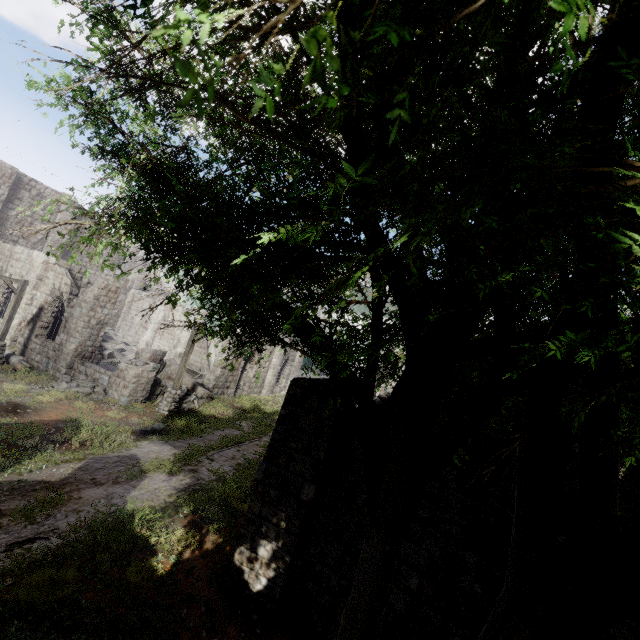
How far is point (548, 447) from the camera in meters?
2.4 m

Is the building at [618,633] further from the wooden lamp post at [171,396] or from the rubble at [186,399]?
the wooden lamp post at [171,396]

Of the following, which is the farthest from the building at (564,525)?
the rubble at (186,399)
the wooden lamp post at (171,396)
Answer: the wooden lamp post at (171,396)

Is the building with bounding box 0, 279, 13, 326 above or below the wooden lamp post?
above

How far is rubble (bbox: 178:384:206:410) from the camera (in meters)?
18.27

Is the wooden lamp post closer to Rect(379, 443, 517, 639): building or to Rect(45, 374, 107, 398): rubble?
Rect(379, 443, 517, 639): building

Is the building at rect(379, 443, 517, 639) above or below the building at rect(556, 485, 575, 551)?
below
